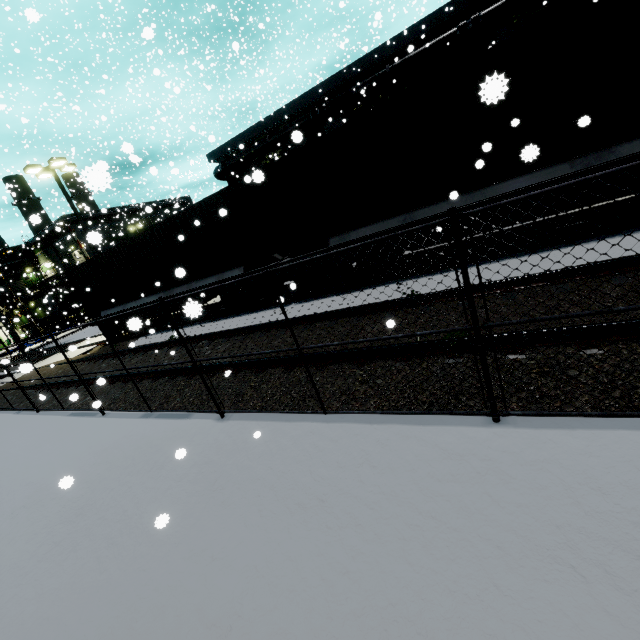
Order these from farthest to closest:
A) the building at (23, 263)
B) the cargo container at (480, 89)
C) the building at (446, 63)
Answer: the building at (23, 263) → the building at (446, 63) → the cargo container at (480, 89)

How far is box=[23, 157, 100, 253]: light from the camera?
16.92m

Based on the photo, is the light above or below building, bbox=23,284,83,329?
above

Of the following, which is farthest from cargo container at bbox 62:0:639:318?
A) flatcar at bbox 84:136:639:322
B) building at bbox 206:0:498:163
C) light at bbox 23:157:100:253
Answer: light at bbox 23:157:100:253

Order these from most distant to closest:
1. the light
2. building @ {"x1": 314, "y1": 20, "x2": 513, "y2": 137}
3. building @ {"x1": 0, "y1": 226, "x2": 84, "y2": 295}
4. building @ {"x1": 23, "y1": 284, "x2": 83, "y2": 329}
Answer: building @ {"x1": 0, "y1": 226, "x2": 84, "y2": 295} < building @ {"x1": 23, "y1": 284, "x2": 83, "y2": 329} < the light < building @ {"x1": 314, "y1": 20, "x2": 513, "y2": 137}

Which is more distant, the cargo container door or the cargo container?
the cargo container door

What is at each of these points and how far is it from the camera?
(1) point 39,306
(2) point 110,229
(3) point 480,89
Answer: (1) building, 45.9m
(2) building, 38.2m
(3) cargo container, 6.3m

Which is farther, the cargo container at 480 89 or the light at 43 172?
the light at 43 172
